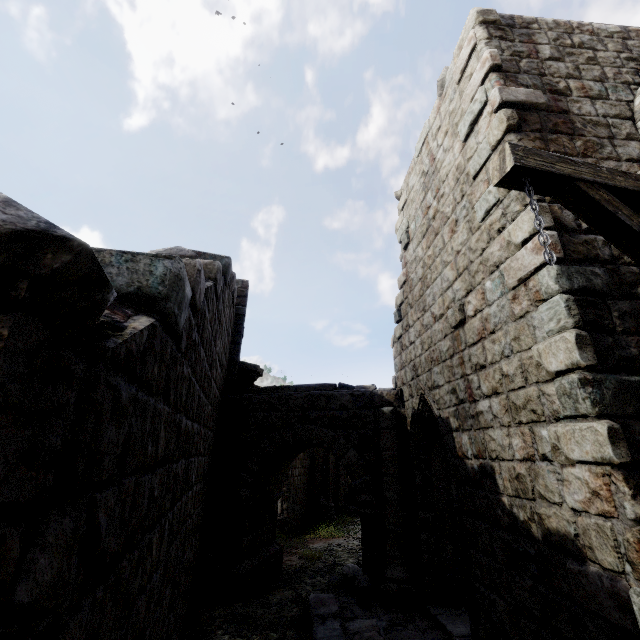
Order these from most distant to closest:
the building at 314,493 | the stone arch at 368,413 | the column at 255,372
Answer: the building at 314,493, the column at 255,372, the stone arch at 368,413

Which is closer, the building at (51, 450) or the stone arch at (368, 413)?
the building at (51, 450)

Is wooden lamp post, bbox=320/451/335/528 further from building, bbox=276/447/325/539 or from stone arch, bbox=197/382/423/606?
stone arch, bbox=197/382/423/606

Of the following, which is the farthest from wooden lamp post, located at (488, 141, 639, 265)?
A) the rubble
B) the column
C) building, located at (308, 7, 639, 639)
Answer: the column

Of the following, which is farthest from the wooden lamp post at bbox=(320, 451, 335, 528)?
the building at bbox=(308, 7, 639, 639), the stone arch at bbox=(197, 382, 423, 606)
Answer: the stone arch at bbox=(197, 382, 423, 606)

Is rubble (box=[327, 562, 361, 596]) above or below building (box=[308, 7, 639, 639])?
below

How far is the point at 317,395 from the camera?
8.8m

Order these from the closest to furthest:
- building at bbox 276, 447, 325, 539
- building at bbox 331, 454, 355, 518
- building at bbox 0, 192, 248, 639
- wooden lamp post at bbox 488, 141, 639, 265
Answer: building at bbox 0, 192, 248, 639 < wooden lamp post at bbox 488, 141, 639, 265 < building at bbox 276, 447, 325, 539 < building at bbox 331, 454, 355, 518
